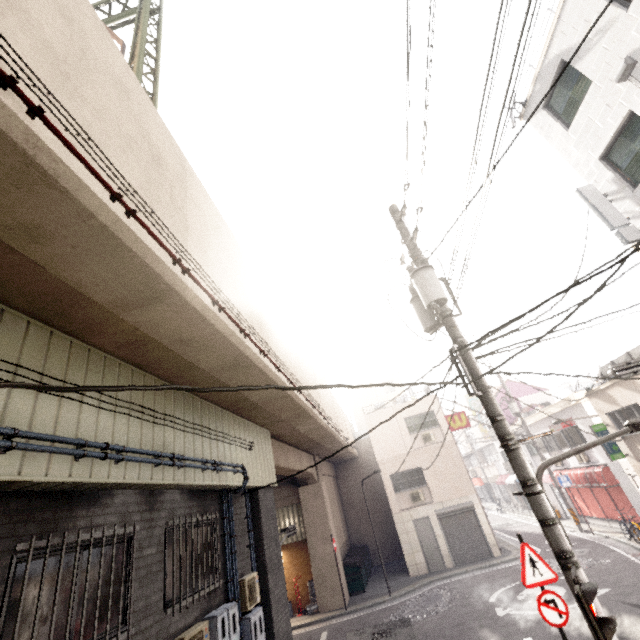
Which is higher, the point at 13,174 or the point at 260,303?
the point at 260,303

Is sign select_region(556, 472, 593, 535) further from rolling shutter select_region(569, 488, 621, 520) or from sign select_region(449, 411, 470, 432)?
sign select_region(449, 411, 470, 432)

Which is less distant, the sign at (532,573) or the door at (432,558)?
the sign at (532,573)

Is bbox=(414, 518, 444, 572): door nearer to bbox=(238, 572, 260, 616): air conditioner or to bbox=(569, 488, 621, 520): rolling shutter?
bbox=(569, 488, 621, 520): rolling shutter

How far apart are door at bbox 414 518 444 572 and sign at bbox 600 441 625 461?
9.6m

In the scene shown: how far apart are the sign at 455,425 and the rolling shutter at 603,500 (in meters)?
6.51

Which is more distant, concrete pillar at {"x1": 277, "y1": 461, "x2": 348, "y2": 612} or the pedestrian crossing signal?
concrete pillar at {"x1": 277, "y1": 461, "x2": 348, "y2": 612}

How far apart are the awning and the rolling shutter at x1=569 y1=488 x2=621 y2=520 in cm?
9
